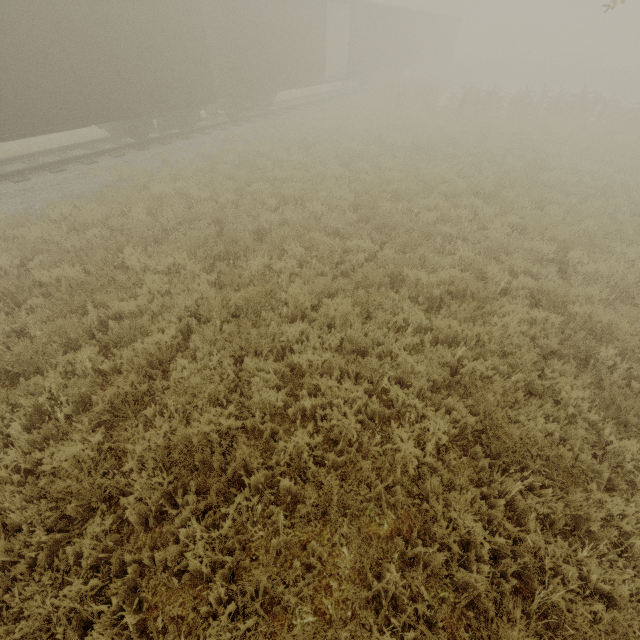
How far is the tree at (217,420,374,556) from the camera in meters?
3.3 m

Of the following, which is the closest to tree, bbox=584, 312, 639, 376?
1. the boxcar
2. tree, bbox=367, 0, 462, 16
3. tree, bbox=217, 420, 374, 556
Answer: tree, bbox=217, 420, 374, 556

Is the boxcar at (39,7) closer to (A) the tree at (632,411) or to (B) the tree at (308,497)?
(B) the tree at (308,497)

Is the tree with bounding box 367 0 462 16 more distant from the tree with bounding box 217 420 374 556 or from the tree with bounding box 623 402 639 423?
the tree with bounding box 217 420 374 556

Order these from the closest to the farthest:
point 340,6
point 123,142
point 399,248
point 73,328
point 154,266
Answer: point 73,328 < point 154,266 < point 399,248 < point 123,142 < point 340,6

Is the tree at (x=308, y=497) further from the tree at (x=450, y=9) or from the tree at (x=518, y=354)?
the tree at (x=450, y=9)

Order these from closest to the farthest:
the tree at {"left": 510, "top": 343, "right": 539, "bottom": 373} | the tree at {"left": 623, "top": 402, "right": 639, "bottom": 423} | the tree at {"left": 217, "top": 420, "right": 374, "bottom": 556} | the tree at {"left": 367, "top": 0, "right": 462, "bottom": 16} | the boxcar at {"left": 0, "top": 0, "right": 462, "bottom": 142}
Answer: the tree at {"left": 217, "top": 420, "right": 374, "bottom": 556}, the tree at {"left": 623, "top": 402, "right": 639, "bottom": 423}, the tree at {"left": 510, "top": 343, "right": 539, "bottom": 373}, the boxcar at {"left": 0, "top": 0, "right": 462, "bottom": 142}, the tree at {"left": 367, "top": 0, "right": 462, "bottom": 16}
